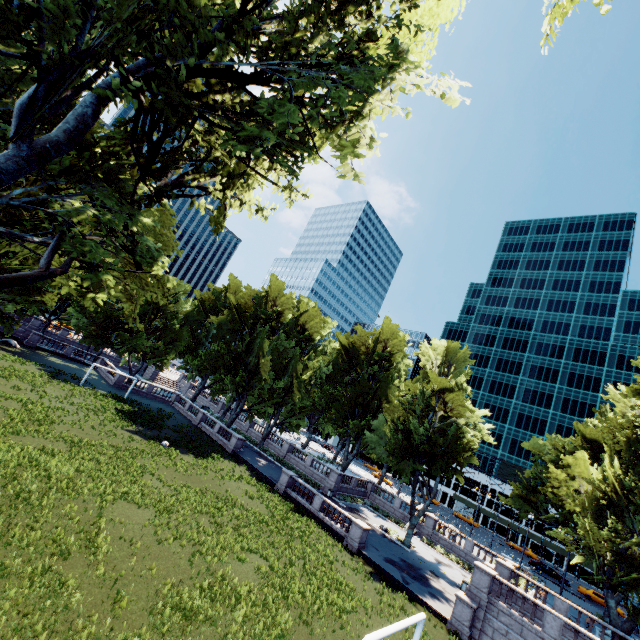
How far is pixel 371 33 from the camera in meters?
8.8

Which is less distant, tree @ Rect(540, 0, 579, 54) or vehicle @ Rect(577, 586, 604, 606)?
tree @ Rect(540, 0, 579, 54)

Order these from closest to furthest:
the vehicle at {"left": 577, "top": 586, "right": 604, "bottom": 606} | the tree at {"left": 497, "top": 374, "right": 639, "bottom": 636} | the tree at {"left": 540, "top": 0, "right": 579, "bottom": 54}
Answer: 1. the tree at {"left": 540, "top": 0, "right": 579, "bottom": 54}
2. the tree at {"left": 497, "top": 374, "right": 639, "bottom": 636}
3. the vehicle at {"left": 577, "top": 586, "right": 604, "bottom": 606}

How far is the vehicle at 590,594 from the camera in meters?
45.3

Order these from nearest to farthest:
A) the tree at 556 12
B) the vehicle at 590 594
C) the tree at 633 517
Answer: the tree at 556 12 → the tree at 633 517 → the vehicle at 590 594

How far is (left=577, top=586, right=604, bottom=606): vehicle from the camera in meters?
45.3 m
